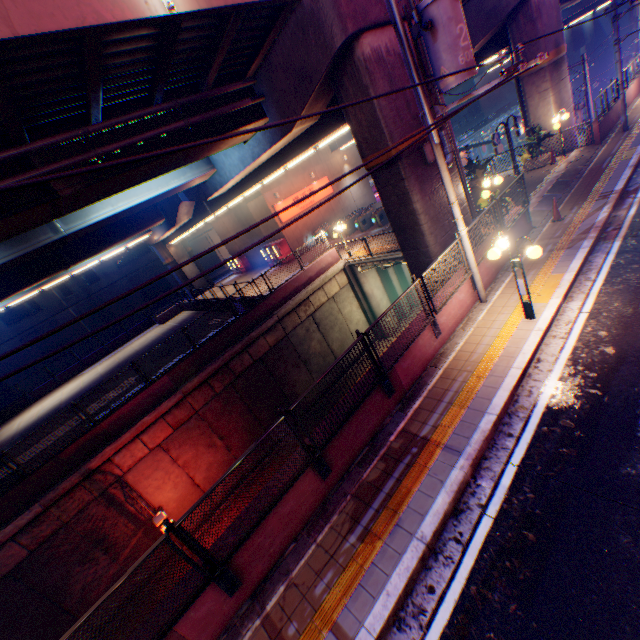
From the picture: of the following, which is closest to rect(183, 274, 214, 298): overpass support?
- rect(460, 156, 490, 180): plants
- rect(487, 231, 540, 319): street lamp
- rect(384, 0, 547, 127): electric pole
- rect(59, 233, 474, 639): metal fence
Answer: rect(59, 233, 474, 639): metal fence

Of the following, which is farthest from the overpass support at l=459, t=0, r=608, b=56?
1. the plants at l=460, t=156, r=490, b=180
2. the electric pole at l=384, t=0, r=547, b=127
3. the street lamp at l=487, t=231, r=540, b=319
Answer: the street lamp at l=487, t=231, r=540, b=319

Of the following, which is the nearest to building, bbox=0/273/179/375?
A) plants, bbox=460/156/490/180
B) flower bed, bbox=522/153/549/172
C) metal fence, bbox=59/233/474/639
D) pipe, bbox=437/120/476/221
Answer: metal fence, bbox=59/233/474/639

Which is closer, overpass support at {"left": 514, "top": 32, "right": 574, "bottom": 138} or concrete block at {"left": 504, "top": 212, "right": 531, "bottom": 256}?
concrete block at {"left": 504, "top": 212, "right": 531, "bottom": 256}

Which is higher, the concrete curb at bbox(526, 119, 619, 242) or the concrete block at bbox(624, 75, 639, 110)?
the concrete block at bbox(624, 75, 639, 110)

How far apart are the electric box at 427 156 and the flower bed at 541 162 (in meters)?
10.82

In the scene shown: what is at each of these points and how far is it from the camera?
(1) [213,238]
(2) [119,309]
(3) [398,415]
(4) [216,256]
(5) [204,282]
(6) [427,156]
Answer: (1) building, 48.0 meters
(2) building, 42.3 meters
(3) concrete curb, 7.4 meters
(4) building, 49.6 meters
(5) overpass support, 36.3 meters
(6) electric box, 10.3 meters

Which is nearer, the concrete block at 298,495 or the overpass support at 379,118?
the concrete block at 298,495
